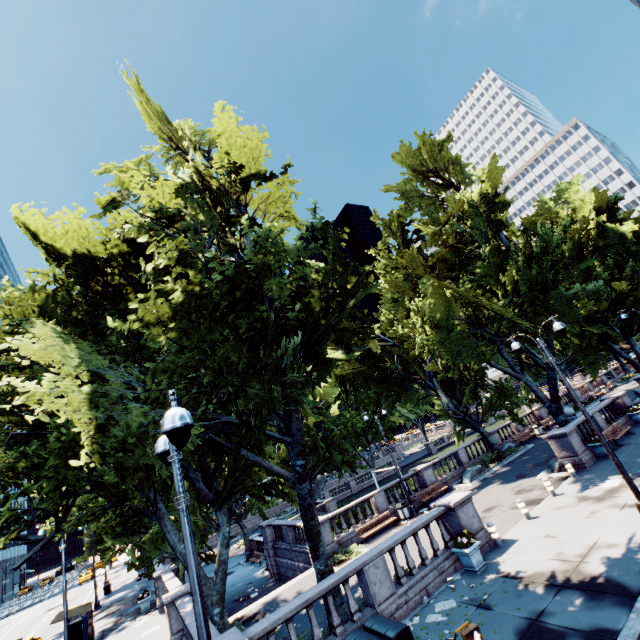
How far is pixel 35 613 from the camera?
41.3m

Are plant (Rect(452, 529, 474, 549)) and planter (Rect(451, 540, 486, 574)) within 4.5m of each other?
yes

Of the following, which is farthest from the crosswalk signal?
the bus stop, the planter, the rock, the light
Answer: the bus stop

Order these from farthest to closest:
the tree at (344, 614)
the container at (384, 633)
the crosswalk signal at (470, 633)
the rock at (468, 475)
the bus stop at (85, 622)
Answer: the rock at (468, 475), the bus stop at (85, 622), the tree at (344, 614), the container at (384, 633), the crosswalk signal at (470, 633)

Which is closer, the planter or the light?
the light

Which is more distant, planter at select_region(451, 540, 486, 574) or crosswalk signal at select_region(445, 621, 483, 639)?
planter at select_region(451, 540, 486, 574)

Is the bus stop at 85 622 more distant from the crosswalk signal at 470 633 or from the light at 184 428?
the crosswalk signal at 470 633

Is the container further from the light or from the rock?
the rock
